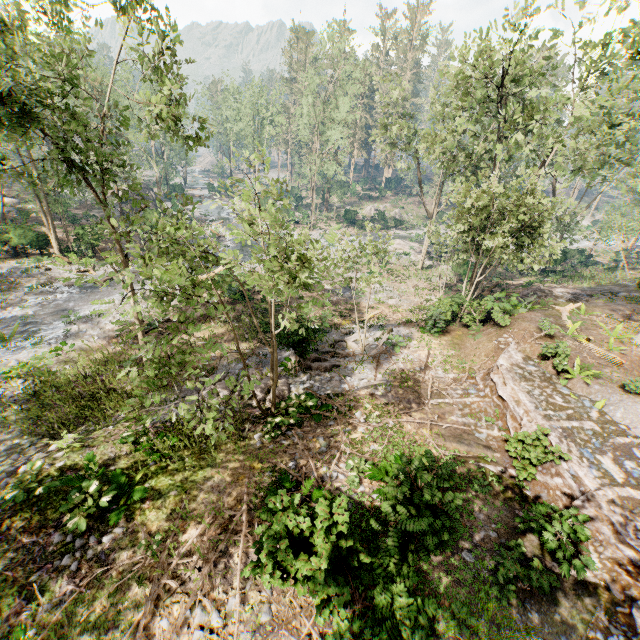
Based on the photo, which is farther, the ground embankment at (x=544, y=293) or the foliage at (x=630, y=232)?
the foliage at (x=630, y=232)

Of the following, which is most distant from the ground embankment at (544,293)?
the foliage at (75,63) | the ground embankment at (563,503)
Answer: the ground embankment at (563,503)

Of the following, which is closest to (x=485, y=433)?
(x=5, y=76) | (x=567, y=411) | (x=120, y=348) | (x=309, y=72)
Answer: (x=567, y=411)

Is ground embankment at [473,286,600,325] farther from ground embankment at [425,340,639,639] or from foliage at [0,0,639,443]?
ground embankment at [425,340,639,639]

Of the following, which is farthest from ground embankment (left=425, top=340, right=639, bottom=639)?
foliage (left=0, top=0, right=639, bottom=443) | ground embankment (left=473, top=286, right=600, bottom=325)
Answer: ground embankment (left=473, top=286, right=600, bottom=325)

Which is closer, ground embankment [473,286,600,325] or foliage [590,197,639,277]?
ground embankment [473,286,600,325]
